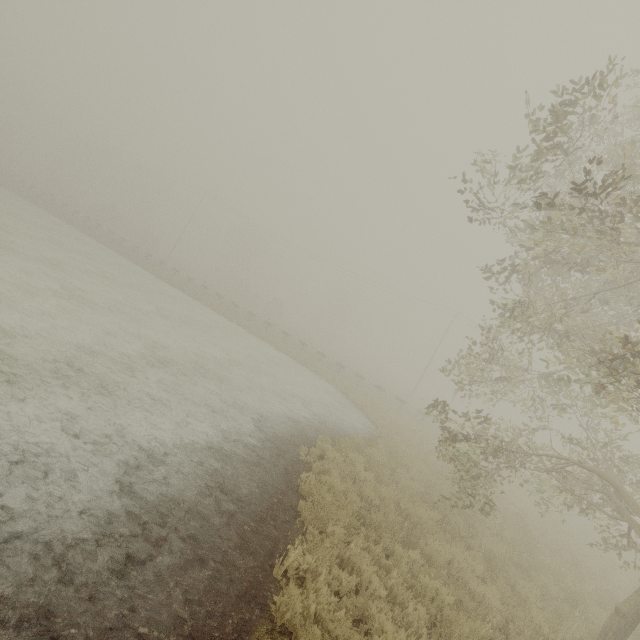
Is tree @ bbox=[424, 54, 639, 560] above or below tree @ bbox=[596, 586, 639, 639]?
above

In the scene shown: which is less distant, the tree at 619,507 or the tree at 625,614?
the tree at 619,507

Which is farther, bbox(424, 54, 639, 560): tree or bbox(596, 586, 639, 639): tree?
bbox(596, 586, 639, 639): tree

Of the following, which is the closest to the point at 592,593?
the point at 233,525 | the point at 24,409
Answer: the point at 233,525

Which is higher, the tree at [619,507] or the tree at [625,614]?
the tree at [619,507]
